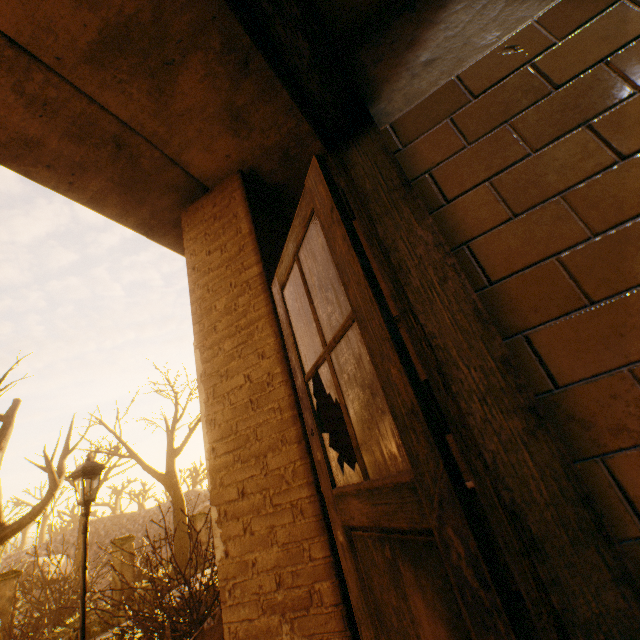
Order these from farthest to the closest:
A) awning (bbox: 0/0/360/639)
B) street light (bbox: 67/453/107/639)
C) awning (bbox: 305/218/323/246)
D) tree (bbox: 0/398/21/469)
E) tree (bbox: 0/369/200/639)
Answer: tree (bbox: 0/398/21/469) < tree (bbox: 0/369/200/639) < street light (bbox: 67/453/107/639) < awning (bbox: 305/218/323/246) < awning (bbox: 0/0/360/639)

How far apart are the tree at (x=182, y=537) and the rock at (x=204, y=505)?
35.7 meters

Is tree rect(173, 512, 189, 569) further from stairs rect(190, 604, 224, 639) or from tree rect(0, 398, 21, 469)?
stairs rect(190, 604, 224, 639)

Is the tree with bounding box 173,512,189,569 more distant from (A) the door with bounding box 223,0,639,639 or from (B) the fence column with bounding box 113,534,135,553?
(A) the door with bounding box 223,0,639,639

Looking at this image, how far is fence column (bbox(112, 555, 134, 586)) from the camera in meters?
13.3

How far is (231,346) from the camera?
2.29m

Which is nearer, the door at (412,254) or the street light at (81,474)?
the door at (412,254)

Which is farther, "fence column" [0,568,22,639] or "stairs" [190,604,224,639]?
"fence column" [0,568,22,639]
